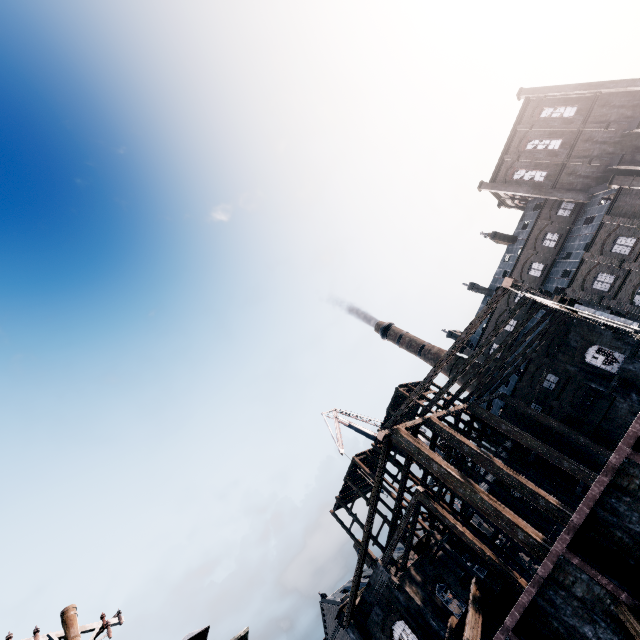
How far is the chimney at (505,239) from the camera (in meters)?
52.63

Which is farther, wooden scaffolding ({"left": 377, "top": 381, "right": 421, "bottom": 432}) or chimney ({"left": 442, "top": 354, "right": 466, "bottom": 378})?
chimney ({"left": 442, "top": 354, "right": 466, "bottom": 378})

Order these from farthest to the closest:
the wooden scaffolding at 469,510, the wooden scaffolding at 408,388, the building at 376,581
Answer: the wooden scaffolding at 408,388 < the wooden scaffolding at 469,510 < the building at 376,581

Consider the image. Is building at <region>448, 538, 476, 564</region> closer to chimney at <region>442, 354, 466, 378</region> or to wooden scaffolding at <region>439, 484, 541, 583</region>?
wooden scaffolding at <region>439, 484, 541, 583</region>

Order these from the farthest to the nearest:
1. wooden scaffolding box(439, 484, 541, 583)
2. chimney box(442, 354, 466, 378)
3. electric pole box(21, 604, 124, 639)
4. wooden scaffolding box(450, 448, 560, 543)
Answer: chimney box(442, 354, 466, 378) < wooden scaffolding box(439, 484, 541, 583) < wooden scaffolding box(450, 448, 560, 543) < electric pole box(21, 604, 124, 639)

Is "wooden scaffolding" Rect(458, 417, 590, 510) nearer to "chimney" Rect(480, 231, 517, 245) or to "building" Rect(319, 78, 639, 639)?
"building" Rect(319, 78, 639, 639)

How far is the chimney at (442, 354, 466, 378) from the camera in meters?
57.6

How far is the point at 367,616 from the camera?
23.30m
